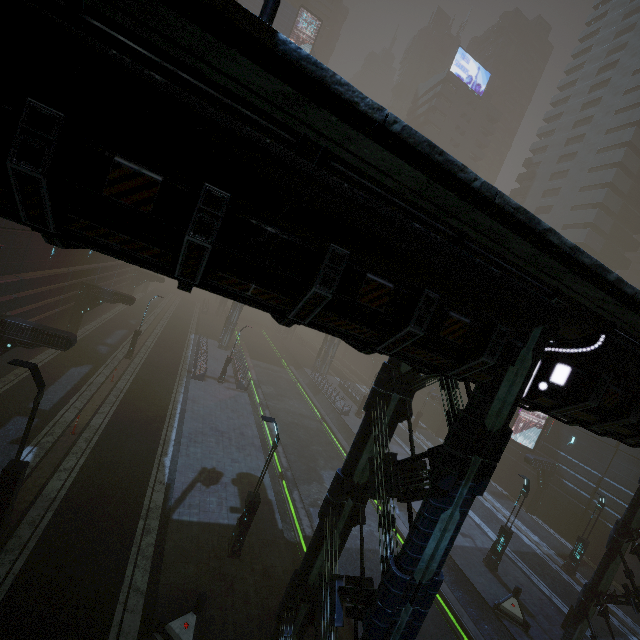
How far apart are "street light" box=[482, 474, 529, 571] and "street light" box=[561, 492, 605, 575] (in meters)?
6.71

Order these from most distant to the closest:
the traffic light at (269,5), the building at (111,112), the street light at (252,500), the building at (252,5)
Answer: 1. the building at (252,5)
2. the street light at (252,500)
3. the traffic light at (269,5)
4. the building at (111,112)

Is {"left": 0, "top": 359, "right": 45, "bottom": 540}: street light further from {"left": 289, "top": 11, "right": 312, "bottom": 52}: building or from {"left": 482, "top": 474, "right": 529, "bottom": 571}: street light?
{"left": 289, "top": 11, "right": 312, "bottom": 52}: building

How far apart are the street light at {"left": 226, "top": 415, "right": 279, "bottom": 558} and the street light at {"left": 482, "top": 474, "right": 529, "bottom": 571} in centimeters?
1397cm

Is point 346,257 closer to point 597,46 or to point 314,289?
point 314,289

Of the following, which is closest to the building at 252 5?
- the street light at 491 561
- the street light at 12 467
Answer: the street light at 12 467

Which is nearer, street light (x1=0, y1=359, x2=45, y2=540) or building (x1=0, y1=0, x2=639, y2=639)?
building (x1=0, y1=0, x2=639, y2=639)

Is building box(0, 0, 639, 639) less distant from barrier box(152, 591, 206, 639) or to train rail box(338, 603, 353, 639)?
train rail box(338, 603, 353, 639)
